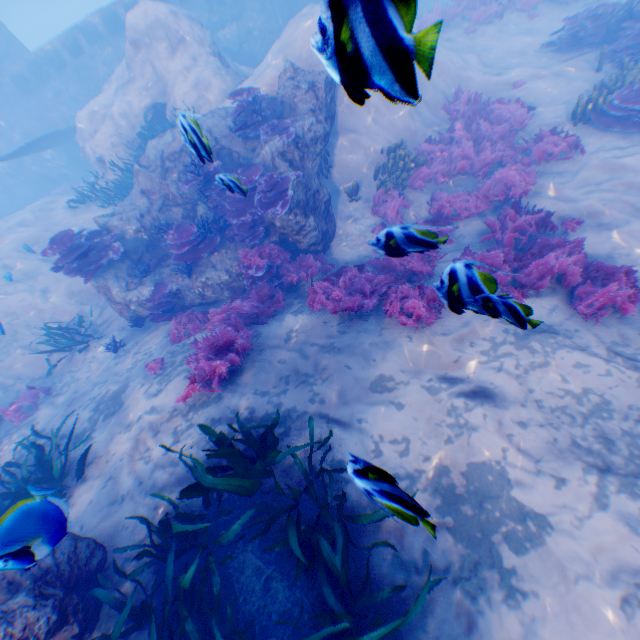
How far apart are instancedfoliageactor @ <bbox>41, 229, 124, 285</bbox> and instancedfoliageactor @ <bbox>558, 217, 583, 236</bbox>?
11.46m

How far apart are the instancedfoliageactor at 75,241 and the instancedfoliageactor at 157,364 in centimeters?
393cm

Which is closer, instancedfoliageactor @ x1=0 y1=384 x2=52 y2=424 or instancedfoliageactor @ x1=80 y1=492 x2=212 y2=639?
instancedfoliageactor @ x1=80 y1=492 x2=212 y2=639

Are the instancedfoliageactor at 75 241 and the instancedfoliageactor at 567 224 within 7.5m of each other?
no

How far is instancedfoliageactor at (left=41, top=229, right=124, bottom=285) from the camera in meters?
8.2 m

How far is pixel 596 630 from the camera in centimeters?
321cm

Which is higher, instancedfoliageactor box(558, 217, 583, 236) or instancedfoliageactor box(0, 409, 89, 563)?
instancedfoliageactor box(0, 409, 89, 563)

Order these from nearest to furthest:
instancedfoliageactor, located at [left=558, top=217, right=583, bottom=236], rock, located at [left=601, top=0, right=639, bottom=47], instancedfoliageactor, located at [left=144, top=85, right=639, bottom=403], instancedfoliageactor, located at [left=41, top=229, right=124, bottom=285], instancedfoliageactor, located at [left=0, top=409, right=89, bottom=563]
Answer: instancedfoliageactor, located at [left=0, top=409, right=89, bottom=563]
instancedfoliageactor, located at [left=144, top=85, right=639, bottom=403]
instancedfoliageactor, located at [left=558, top=217, right=583, bottom=236]
instancedfoliageactor, located at [left=41, top=229, right=124, bottom=285]
rock, located at [left=601, top=0, right=639, bottom=47]
